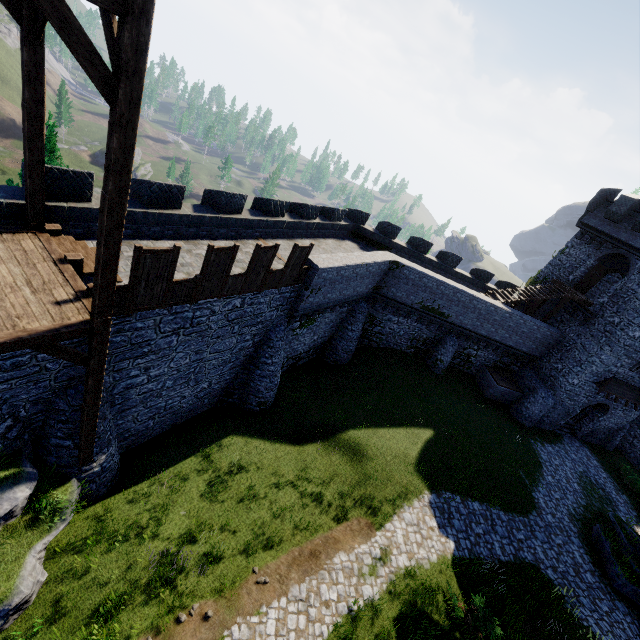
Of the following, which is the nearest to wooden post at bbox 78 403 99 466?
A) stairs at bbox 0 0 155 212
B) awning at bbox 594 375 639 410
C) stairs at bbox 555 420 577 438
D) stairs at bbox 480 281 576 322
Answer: stairs at bbox 0 0 155 212

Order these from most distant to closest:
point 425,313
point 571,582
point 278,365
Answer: point 425,313 < point 278,365 < point 571,582

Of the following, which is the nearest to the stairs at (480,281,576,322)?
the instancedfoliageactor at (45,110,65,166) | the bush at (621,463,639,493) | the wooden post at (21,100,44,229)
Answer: Result: the bush at (621,463,639,493)

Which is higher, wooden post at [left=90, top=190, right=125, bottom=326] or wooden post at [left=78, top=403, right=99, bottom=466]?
wooden post at [left=90, top=190, right=125, bottom=326]

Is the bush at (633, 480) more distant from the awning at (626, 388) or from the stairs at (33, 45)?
the stairs at (33, 45)

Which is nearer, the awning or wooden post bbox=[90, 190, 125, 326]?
wooden post bbox=[90, 190, 125, 326]

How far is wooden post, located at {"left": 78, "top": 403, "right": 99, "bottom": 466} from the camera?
8.77m

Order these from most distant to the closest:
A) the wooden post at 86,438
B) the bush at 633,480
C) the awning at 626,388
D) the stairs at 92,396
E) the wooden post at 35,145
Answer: the bush at 633,480, the awning at 626,388, the wooden post at 86,438, the wooden post at 35,145, the stairs at 92,396
